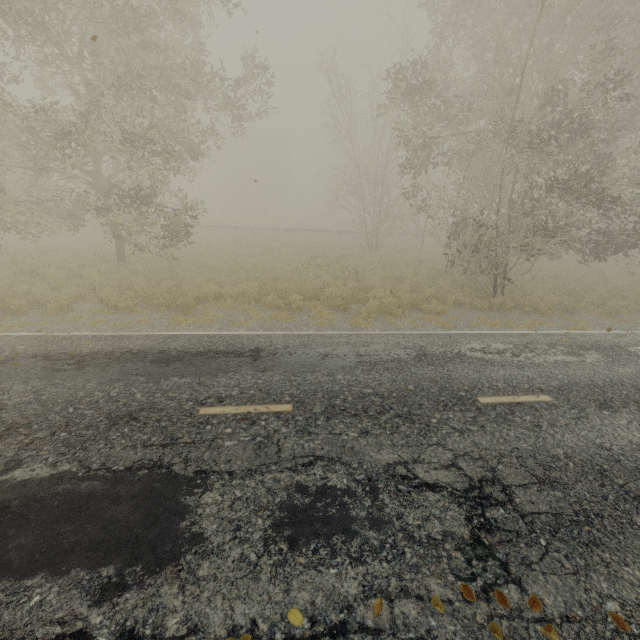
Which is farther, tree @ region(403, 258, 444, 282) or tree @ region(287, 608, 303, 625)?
tree @ region(403, 258, 444, 282)

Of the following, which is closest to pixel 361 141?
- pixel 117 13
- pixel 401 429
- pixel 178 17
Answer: pixel 178 17

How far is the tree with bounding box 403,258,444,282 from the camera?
17.09m

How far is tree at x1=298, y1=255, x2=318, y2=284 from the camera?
15.0 meters

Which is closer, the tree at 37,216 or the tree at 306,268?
the tree at 37,216

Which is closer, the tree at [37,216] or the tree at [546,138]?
the tree at [37,216]

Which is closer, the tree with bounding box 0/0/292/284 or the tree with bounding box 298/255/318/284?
the tree with bounding box 0/0/292/284
